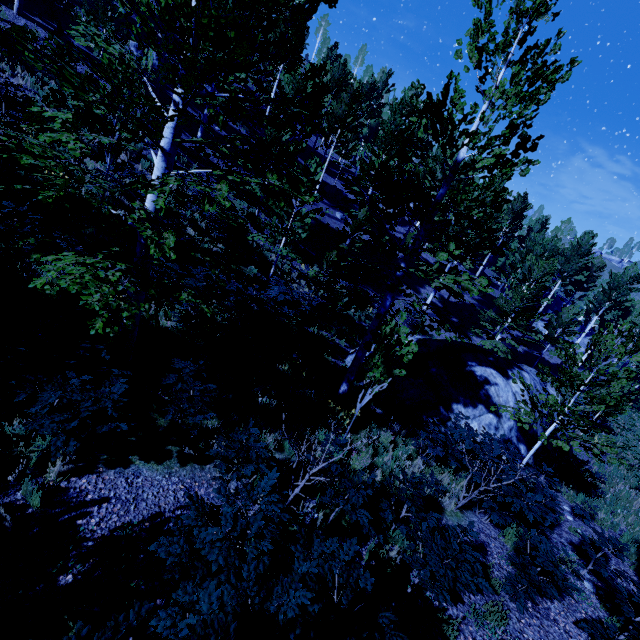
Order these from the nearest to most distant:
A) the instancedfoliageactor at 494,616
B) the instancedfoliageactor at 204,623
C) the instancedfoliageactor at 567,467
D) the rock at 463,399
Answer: the instancedfoliageactor at 204,623 → the instancedfoliageactor at 494,616 → the instancedfoliageactor at 567,467 → the rock at 463,399

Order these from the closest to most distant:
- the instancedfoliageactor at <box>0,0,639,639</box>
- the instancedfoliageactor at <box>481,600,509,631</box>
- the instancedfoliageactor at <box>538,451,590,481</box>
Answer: the instancedfoliageactor at <box>0,0,639,639</box>, the instancedfoliageactor at <box>481,600,509,631</box>, the instancedfoliageactor at <box>538,451,590,481</box>

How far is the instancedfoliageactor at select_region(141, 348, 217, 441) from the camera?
5.3 meters

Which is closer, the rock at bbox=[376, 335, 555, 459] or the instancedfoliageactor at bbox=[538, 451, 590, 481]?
the instancedfoliageactor at bbox=[538, 451, 590, 481]

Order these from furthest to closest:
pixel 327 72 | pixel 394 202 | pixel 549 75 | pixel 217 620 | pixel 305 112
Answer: pixel 327 72, pixel 394 202, pixel 549 75, pixel 305 112, pixel 217 620

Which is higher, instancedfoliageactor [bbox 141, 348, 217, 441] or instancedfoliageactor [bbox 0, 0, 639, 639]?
instancedfoliageactor [bbox 0, 0, 639, 639]

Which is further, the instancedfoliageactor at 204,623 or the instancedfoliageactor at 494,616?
the instancedfoliageactor at 494,616
